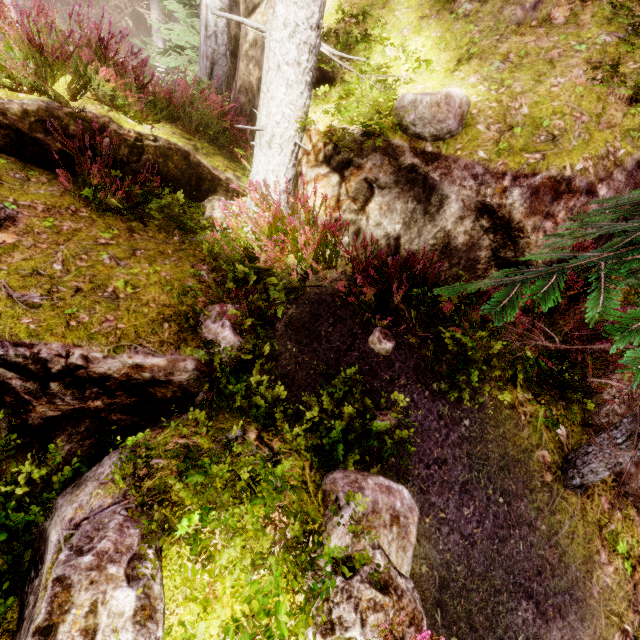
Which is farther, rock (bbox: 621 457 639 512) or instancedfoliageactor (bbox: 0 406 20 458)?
rock (bbox: 621 457 639 512)

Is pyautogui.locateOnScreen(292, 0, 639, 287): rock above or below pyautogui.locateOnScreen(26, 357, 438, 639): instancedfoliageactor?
above

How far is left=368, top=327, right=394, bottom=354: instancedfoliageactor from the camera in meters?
3.7

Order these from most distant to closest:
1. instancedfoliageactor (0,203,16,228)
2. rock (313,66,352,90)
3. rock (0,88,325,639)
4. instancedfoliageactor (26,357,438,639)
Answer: rock (313,66,352,90), instancedfoliageactor (0,203,16,228), rock (0,88,325,639), instancedfoliageactor (26,357,438,639)

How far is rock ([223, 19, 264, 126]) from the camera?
5.6m

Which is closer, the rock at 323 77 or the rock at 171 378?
the rock at 171 378

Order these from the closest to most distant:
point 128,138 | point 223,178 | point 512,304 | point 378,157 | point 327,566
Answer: point 512,304 < point 327,566 < point 378,157 < point 128,138 < point 223,178
